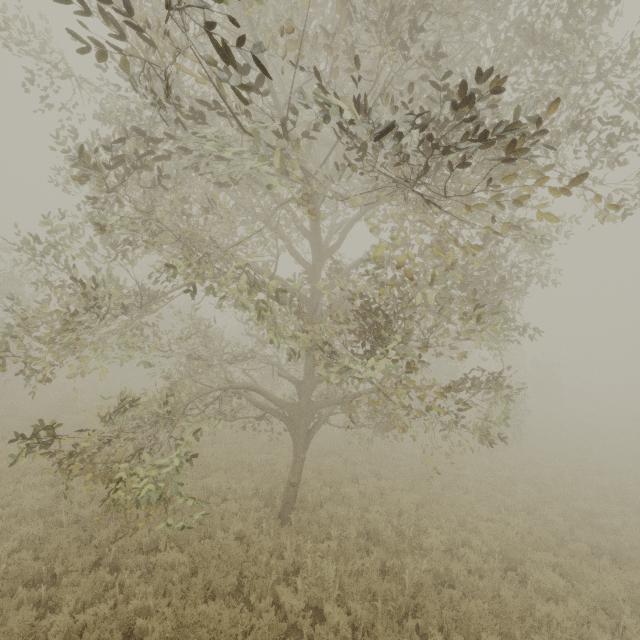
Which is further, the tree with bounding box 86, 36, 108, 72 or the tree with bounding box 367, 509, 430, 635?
the tree with bounding box 367, 509, 430, 635

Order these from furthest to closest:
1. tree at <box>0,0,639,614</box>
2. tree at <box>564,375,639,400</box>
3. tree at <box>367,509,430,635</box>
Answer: tree at <box>564,375,639,400</box> < tree at <box>367,509,430,635</box> < tree at <box>0,0,639,614</box>

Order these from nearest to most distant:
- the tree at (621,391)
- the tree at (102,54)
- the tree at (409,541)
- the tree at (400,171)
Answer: the tree at (102,54), the tree at (400,171), the tree at (409,541), the tree at (621,391)

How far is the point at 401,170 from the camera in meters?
6.7

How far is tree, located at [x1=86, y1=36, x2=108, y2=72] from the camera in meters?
2.8 m

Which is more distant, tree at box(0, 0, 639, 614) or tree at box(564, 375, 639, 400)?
tree at box(564, 375, 639, 400)

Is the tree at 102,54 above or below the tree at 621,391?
above
